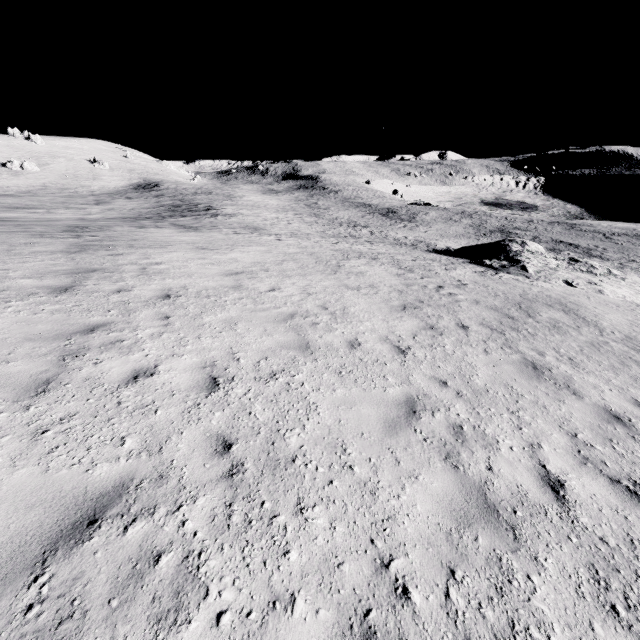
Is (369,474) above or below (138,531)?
below
